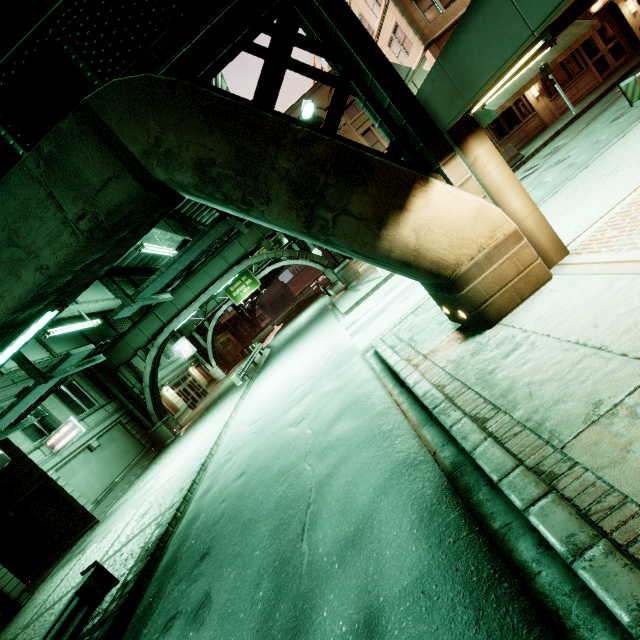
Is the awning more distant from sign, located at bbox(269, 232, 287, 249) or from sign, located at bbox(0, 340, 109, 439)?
sign, located at bbox(269, 232, 287, 249)

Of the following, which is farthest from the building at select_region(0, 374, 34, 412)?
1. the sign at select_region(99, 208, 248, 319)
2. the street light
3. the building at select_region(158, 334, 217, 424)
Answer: the street light

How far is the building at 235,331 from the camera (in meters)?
48.69

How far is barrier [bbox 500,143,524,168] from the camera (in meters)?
16.75

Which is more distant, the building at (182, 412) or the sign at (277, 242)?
the sign at (277, 242)

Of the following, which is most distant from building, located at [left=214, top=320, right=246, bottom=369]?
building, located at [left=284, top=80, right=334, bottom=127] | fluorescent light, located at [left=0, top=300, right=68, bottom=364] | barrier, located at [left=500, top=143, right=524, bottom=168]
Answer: fluorescent light, located at [left=0, top=300, right=68, bottom=364]

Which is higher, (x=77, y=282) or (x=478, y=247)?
(x=77, y=282)

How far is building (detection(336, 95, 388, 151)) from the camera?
25.3m
